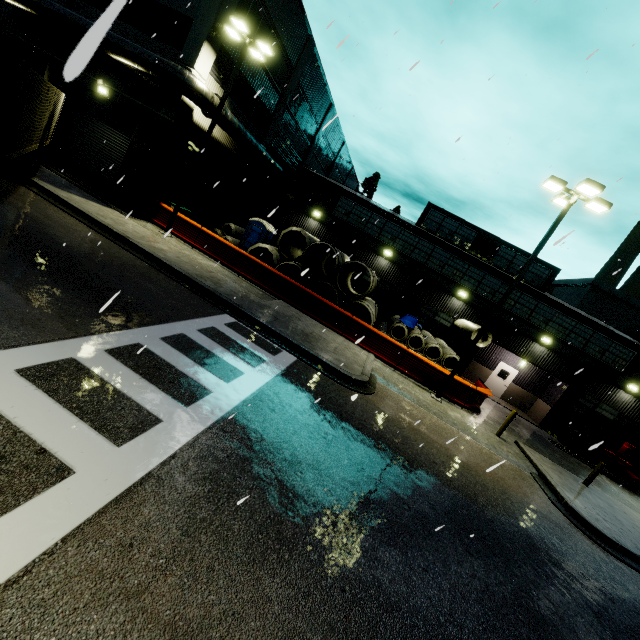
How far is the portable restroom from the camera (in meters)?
21.14

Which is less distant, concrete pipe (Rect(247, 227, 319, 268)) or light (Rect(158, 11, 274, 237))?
light (Rect(158, 11, 274, 237))

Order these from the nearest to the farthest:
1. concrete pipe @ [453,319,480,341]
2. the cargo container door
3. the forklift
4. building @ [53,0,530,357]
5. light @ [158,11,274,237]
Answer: the cargo container door → light @ [158,11,274,237] → building @ [53,0,530,357] → concrete pipe @ [453,319,480,341] → the forklift

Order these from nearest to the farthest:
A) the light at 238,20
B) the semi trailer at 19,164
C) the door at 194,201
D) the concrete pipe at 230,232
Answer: the semi trailer at 19,164 < the light at 238,20 < the door at 194,201 < the concrete pipe at 230,232

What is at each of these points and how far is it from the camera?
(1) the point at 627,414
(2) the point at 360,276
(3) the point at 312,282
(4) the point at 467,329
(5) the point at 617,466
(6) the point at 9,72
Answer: (1) building, 21.0m
(2) building, 24.0m
(3) concrete pipe stack, 17.4m
(4) concrete pipe, 18.8m
(5) oil drum, 20.2m
(6) cargo container door, 7.0m

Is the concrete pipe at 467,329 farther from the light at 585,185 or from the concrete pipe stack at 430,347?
the light at 585,185

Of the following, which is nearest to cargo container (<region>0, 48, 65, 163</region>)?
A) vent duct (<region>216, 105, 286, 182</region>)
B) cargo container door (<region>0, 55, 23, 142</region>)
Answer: cargo container door (<region>0, 55, 23, 142</region>)

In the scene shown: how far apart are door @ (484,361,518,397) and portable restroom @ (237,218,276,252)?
19.1m
